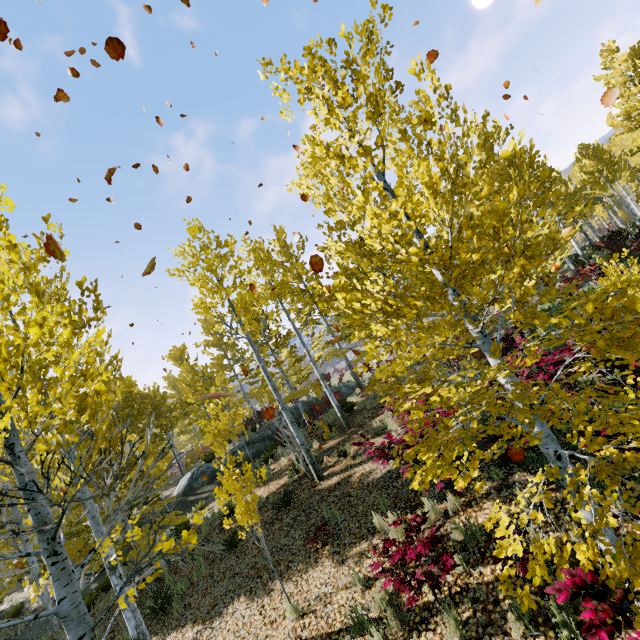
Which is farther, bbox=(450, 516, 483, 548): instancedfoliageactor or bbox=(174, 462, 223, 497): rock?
bbox=(174, 462, 223, 497): rock

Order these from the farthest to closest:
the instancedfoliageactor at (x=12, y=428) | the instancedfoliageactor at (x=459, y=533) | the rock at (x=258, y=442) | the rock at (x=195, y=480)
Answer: the rock at (x=258, y=442) → the rock at (x=195, y=480) → the instancedfoliageactor at (x=459, y=533) → the instancedfoliageactor at (x=12, y=428)

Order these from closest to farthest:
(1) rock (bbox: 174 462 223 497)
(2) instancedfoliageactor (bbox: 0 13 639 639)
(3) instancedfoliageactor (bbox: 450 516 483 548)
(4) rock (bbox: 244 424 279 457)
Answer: (2) instancedfoliageactor (bbox: 0 13 639 639)
(3) instancedfoliageactor (bbox: 450 516 483 548)
(1) rock (bbox: 174 462 223 497)
(4) rock (bbox: 244 424 279 457)

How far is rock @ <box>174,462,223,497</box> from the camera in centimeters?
1822cm

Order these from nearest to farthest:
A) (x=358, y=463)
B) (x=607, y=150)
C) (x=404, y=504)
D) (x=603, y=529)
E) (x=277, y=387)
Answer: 1. (x=603, y=529)
2. (x=404, y=504)
3. (x=358, y=463)
4. (x=277, y=387)
5. (x=607, y=150)

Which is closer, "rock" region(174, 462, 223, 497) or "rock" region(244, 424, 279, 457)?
"rock" region(174, 462, 223, 497)

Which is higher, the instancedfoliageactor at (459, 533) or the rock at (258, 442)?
the rock at (258, 442)
